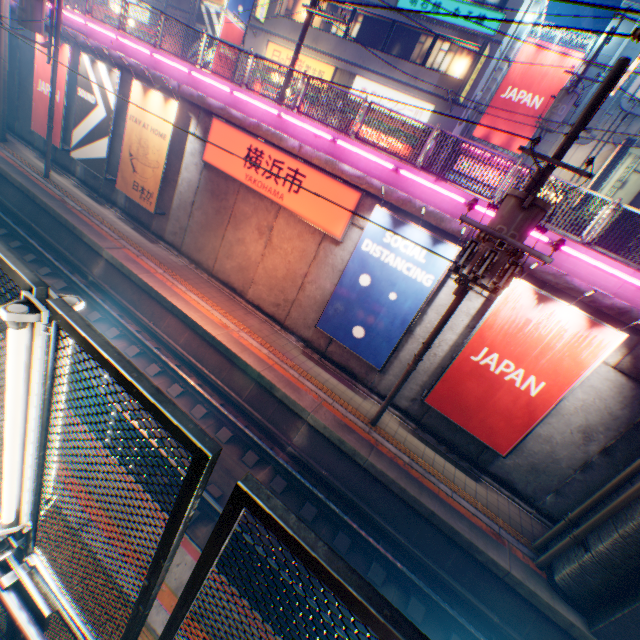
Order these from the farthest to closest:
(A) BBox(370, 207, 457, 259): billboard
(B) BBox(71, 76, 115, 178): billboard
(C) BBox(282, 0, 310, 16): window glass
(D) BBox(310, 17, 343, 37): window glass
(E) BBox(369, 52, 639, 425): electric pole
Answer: (C) BBox(282, 0, 310, 16): window glass → (D) BBox(310, 17, 343, 37): window glass → (B) BBox(71, 76, 115, 178): billboard → (A) BBox(370, 207, 457, 259): billboard → (E) BBox(369, 52, 639, 425): electric pole

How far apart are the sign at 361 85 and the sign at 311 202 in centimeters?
1175cm

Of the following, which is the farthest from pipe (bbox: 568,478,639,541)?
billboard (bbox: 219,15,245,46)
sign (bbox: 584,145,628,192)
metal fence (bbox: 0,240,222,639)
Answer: billboard (bbox: 219,15,245,46)

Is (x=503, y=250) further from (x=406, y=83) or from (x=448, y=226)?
(x=406, y=83)

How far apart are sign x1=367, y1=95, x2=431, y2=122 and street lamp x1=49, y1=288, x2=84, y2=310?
21.5m

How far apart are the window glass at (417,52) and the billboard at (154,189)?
14.27m

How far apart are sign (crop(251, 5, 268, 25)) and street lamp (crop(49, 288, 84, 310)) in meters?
27.6 m

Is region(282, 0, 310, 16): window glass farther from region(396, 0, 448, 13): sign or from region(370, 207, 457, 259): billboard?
region(370, 207, 457, 259): billboard
